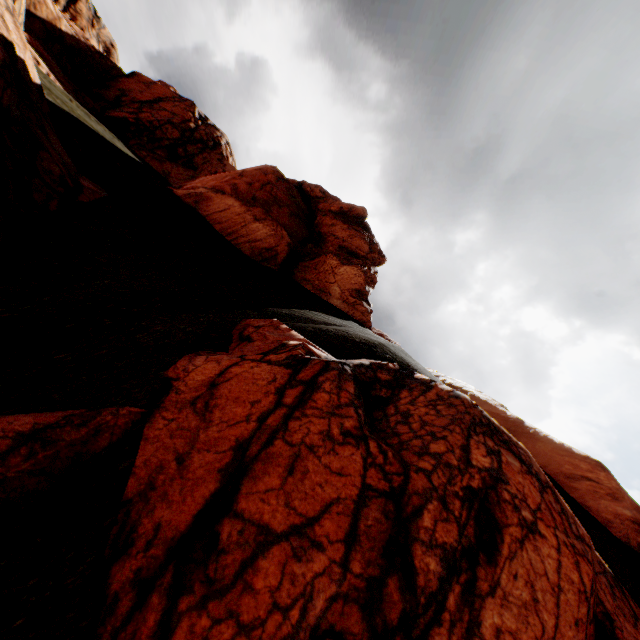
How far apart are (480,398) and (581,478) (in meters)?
2.66

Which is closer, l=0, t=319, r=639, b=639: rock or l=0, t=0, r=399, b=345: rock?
l=0, t=319, r=639, b=639: rock

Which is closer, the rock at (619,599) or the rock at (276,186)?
the rock at (619,599)
